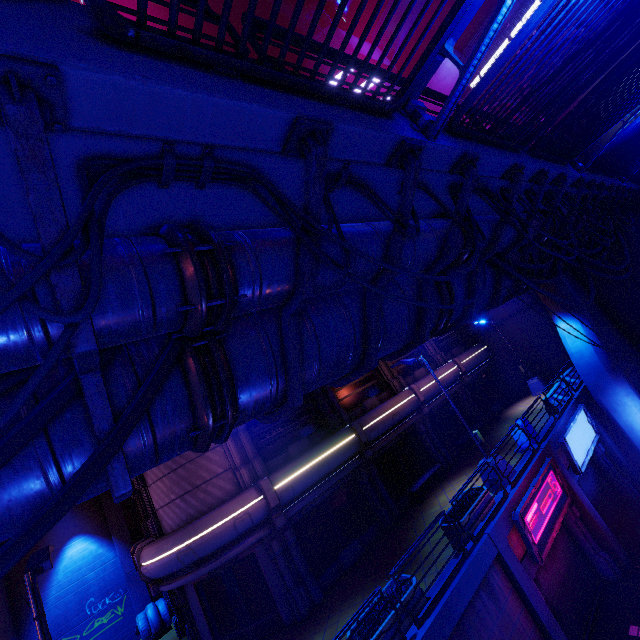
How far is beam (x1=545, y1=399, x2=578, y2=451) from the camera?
13.4 meters

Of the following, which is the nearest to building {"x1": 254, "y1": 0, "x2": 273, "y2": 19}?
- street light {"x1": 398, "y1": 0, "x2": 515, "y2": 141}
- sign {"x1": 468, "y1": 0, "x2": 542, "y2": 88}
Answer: sign {"x1": 468, "y1": 0, "x2": 542, "y2": 88}

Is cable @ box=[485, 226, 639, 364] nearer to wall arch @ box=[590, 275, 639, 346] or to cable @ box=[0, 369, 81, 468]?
wall arch @ box=[590, 275, 639, 346]

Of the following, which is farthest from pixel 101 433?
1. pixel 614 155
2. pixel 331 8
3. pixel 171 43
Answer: pixel 331 8

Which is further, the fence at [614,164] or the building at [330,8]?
the building at [330,8]

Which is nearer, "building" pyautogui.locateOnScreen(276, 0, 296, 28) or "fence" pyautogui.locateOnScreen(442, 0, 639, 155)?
"fence" pyautogui.locateOnScreen(442, 0, 639, 155)

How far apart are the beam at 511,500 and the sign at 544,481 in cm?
12

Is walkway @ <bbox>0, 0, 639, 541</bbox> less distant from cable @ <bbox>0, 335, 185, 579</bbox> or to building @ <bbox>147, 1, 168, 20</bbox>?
cable @ <bbox>0, 335, 185, 579</bbox>
